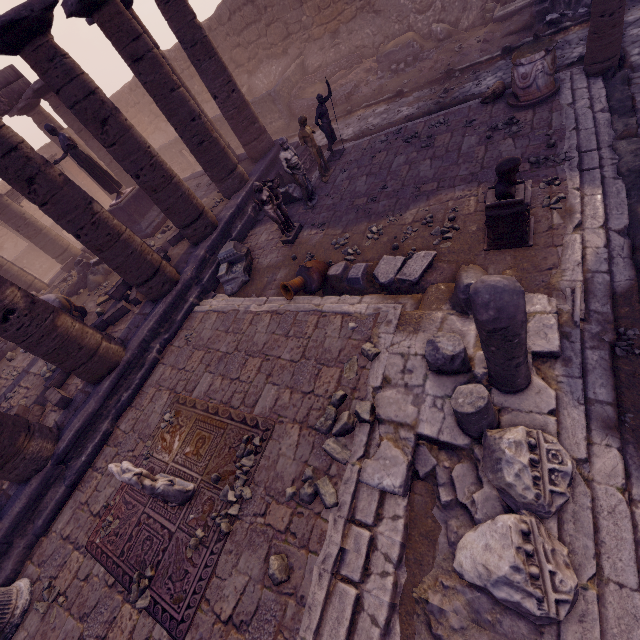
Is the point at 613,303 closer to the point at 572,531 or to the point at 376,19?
the point at 572,531

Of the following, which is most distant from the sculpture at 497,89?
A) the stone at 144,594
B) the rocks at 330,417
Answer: the stone at 144,594

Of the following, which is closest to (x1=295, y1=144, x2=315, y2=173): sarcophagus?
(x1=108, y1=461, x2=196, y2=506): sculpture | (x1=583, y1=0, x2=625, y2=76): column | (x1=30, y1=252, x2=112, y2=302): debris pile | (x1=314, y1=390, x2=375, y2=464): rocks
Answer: (x1=30, y1=252, x2=112, y2=302): debris pile

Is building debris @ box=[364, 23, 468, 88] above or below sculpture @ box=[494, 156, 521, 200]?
below

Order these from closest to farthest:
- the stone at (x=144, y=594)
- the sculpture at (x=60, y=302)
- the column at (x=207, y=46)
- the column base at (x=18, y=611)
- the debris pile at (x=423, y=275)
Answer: the stone at (x=144, y=594) → the column base at (x=18, y=611) → the debris pile at (x=423, y=275) → the column at (x=207, y=46) → the sculpture at (x=60, y=302)

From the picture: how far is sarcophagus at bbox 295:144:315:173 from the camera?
11.2 meters

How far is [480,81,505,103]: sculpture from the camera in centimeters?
816cm

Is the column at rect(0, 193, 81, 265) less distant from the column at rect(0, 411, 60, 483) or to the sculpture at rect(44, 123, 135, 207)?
the sculpture at rect(44, 123, 135, 207)
